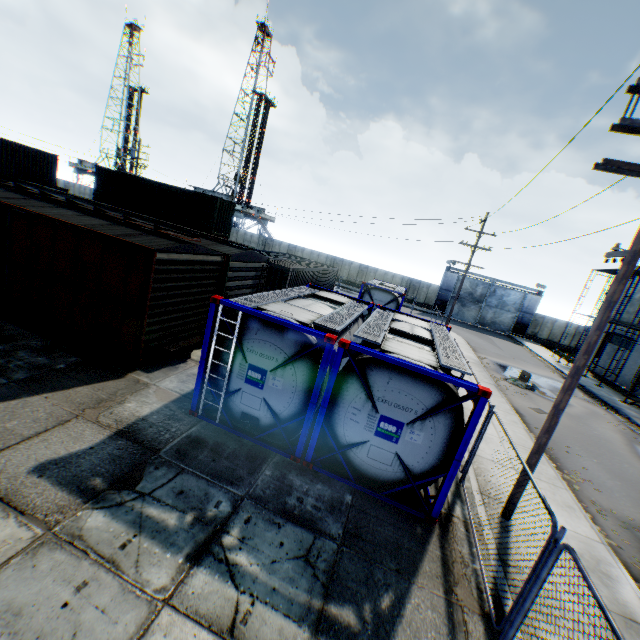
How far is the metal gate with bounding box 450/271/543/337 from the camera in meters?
39.6 m

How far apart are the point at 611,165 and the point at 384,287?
16.5 meters

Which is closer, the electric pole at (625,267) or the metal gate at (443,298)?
the electric pole at (625,267)

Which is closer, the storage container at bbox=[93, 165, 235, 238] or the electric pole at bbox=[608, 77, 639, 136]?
the electric pole at bbox=[608, 77, 639, 136]

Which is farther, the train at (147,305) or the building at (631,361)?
the building at (631,361)

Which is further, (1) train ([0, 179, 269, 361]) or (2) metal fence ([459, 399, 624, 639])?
(1) train ([0, 179, 269, 361])

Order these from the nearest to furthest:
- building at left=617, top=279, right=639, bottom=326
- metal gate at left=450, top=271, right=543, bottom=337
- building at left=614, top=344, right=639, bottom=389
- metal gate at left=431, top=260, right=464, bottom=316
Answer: building at left=614, top=344, right=639, bottom=389
building at left=617, top=279, right=639, bottom=326
metal gate at left=450, top=271, right=543, bottom=337
metal gate at left=431, top=260, right=464, bottom=316

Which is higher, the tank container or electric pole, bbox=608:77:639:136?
electric pole, bbox=608:77:639:136
